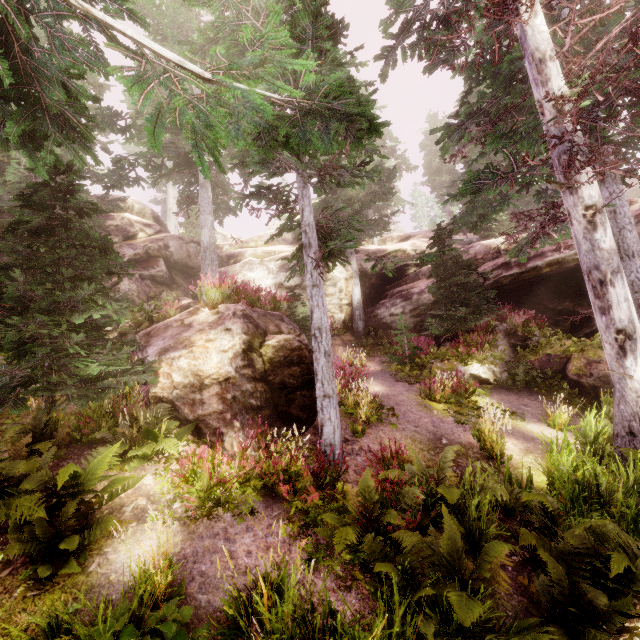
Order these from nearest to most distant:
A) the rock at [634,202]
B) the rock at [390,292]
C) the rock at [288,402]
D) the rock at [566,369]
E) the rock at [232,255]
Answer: the rock at [288,402]
the rock at [566,369]
the rock at [634,202]
the rock at [390,292]
the rock at [232,255]

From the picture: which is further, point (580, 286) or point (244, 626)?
point (580, 286)

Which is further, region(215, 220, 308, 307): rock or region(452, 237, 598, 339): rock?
region(215, 220, 308, 307): rock

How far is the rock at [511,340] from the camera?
11.9 meters

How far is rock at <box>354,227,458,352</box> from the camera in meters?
17.2 m

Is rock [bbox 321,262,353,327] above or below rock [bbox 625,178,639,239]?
below

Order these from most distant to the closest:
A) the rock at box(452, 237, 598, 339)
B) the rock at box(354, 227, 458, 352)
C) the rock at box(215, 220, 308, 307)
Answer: the rock at box(215, 220, 308, 307) → the rock at box(354, 227, 458, 352) → the rock at box(452, 237, 598, 339)
